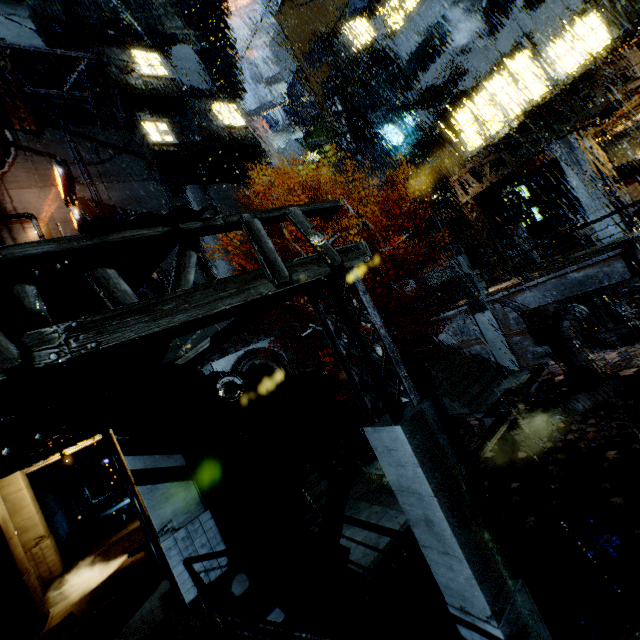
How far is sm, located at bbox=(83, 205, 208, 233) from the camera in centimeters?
350cm

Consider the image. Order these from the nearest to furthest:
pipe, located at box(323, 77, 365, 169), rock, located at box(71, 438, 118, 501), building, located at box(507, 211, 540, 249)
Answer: building, located at box(507, 211, 540, 249) → rock, located at box(71, 438, 118, 501) → pipe, located at box(323, 77, 365, 169)

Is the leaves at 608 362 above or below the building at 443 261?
below

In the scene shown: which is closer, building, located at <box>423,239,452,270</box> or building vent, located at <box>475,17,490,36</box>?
building vent, located at <box>475,17,490,36</box>

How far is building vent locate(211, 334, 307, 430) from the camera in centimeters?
2353cm

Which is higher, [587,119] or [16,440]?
[587,119]

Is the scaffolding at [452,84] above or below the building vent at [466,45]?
below

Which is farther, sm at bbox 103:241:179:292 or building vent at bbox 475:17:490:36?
building vent at bbox 475:17:490:36
